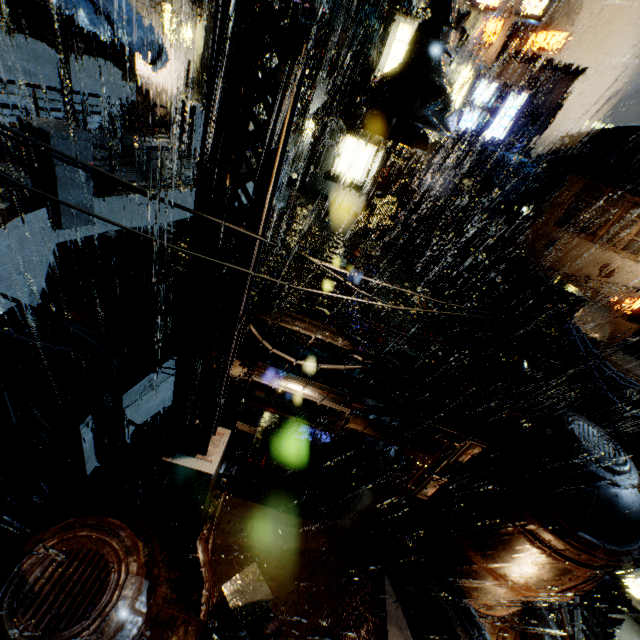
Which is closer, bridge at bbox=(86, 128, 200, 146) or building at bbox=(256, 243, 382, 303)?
building at bbox=(256, 243, 382, 303)

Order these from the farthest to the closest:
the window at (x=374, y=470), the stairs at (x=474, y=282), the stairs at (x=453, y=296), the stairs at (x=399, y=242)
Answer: the stairs at (x=474, y=282) → the stairs at (x=453, y=296) → the stairs at (x=399, y=242) → the window at (x=374, y=470)

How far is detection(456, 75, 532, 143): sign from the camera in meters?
19.9 m

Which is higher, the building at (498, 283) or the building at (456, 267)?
the building at (498, 283)

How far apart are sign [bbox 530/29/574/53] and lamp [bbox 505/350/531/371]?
44.3 meters

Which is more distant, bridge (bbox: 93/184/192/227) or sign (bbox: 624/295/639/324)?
sign (bbox: 624/295/639/324)

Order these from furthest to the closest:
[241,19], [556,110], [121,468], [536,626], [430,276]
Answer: [430,276] → [556,110] → [121,468] → [536,626] → [241,19]

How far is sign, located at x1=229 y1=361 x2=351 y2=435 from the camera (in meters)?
8.27
